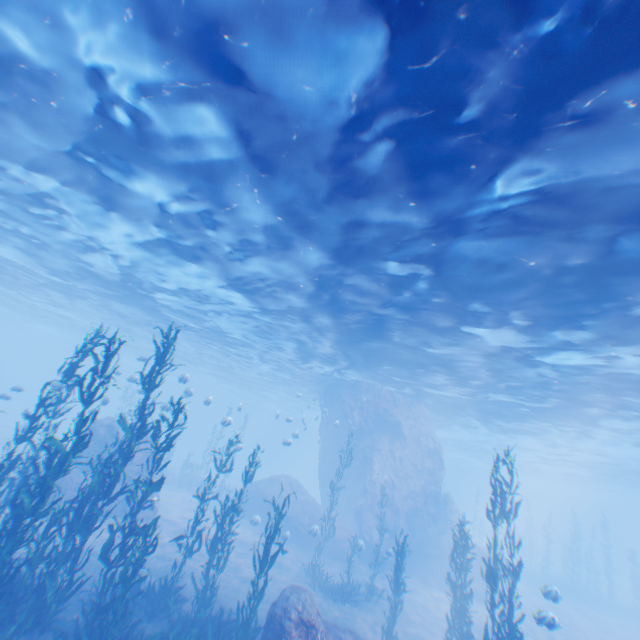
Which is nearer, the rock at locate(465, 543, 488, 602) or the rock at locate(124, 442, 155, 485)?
the rock at locate(124, 442, 155, 485)

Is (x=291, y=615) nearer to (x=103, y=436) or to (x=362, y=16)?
(x=362, y=16)

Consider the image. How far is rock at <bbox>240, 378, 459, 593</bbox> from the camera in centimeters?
2205cm

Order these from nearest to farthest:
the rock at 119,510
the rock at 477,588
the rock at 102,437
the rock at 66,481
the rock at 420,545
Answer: the rock at 66,481
the rock at 119,510
the rock at 102,437
the rock at 477,588
the rock at 420,545

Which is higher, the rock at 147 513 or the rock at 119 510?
the rock at 147 513
